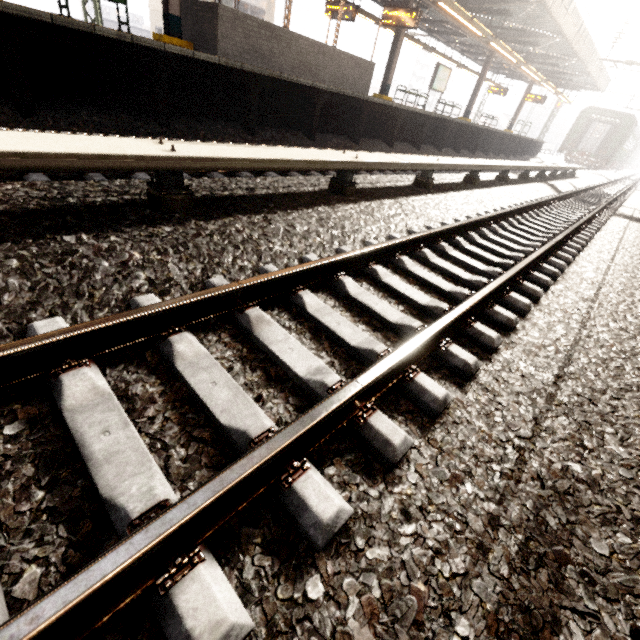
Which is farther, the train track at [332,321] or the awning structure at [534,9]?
the awning structure at [534,9]

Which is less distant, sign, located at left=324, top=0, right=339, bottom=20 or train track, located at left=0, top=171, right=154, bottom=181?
train track, located at left=0, top=171, right=154, bottom=181

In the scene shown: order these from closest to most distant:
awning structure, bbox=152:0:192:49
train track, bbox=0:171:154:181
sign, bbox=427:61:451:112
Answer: train track, bbox=0:171:154:181 < awning structure, bbox=152:0:192:49 < sign, bbox=427:61:451:112

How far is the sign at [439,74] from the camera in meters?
16.4

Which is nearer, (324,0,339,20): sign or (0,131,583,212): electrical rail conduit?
(0,131,583,212): electrical rail conduit

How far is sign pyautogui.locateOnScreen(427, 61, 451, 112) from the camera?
16.4 meters

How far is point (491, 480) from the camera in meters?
1.6 m

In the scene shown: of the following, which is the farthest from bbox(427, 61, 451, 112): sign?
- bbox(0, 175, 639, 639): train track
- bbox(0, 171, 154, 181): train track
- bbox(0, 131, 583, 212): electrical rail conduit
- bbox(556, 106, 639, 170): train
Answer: bbox(556, 106, 639, 170): train
